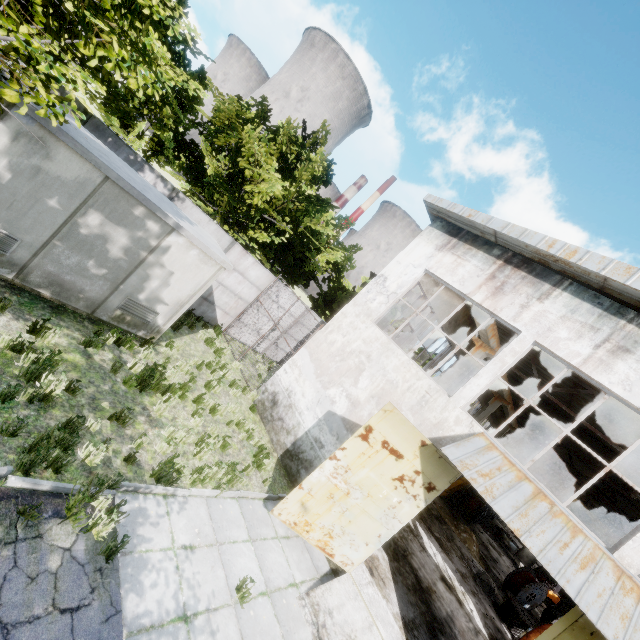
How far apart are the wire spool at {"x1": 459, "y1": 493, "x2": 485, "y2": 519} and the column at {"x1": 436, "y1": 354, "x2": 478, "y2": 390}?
17.6m

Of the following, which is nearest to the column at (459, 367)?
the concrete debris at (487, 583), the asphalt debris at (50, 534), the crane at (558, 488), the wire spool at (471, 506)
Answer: the concrete debris at (487, 583)

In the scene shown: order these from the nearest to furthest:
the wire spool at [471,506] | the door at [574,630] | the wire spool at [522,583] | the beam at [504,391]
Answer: the door at [574,630], the wire spool at [522,583], the beam at [504,391], the wire spool at [471,506]

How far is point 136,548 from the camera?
5.1m

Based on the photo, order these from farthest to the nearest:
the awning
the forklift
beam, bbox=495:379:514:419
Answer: the forklift
beam, bbox=495:379:514:419
the awning

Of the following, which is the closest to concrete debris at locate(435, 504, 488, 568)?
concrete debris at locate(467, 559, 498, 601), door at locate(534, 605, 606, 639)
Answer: concrete debris at locate(467, 559, 498, 601)

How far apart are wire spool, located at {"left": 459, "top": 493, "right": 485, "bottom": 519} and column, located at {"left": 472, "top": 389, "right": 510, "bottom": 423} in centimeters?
962cm

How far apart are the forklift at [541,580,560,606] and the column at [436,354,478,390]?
23.9 meters
